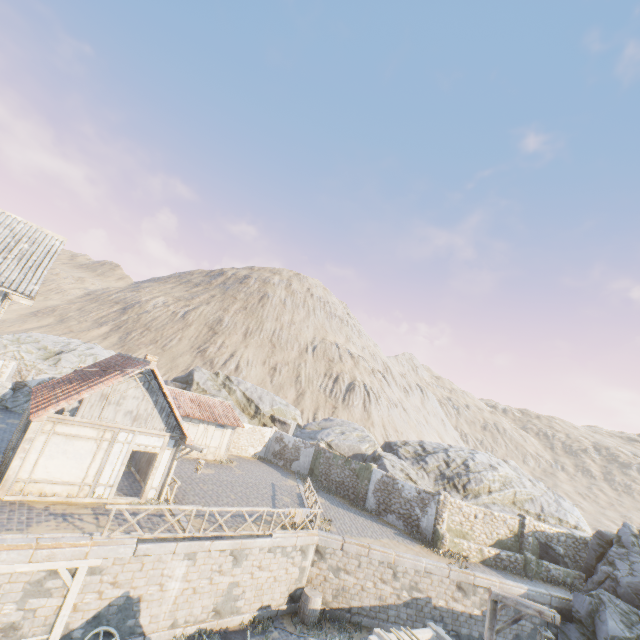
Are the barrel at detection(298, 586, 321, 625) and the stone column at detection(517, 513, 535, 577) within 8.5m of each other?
no

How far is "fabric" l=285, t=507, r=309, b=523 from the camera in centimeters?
1562cm

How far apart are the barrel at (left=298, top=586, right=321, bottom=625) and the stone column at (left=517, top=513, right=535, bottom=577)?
13.5m

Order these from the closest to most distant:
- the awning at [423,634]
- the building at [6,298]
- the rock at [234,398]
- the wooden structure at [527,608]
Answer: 1. the wooden structure at [527,608]
2. the awning at [423,634]
3. the building at [6,298]
4. the rock at [234,398]

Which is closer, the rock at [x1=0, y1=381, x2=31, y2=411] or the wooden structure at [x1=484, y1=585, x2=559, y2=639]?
the wooden structure at [x1=484, y1=585, x2=559, y2=639]

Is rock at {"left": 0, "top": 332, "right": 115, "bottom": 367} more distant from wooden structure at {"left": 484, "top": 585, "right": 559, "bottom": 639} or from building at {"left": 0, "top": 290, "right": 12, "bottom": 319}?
wooden structure at {"left": 484, "top": 585, "right": 559, "bottom": 639}

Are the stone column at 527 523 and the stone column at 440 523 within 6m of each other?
yes

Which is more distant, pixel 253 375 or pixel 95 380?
pixel 253 375
